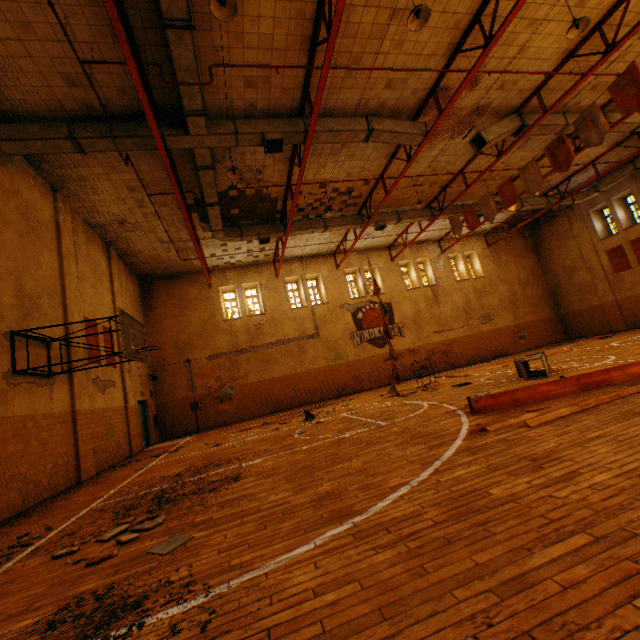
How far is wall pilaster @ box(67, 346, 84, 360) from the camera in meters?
9.3

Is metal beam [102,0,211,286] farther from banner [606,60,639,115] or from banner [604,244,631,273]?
banner [604,244,631,273]

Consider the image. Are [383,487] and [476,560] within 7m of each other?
yes

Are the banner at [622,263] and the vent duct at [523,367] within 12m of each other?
no

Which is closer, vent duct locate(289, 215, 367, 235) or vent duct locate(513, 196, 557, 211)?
vent duct locate(289, 215, 367, 235)

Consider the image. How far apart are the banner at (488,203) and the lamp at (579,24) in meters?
5.7 m

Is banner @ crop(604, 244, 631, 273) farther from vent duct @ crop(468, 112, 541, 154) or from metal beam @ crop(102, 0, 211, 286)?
metal beam @ crop(102, 0, 211, 286)

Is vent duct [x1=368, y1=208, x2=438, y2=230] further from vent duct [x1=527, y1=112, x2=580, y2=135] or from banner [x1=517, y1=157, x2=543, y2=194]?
banner [x1=517, y1=157, x2=543, y2=194]
